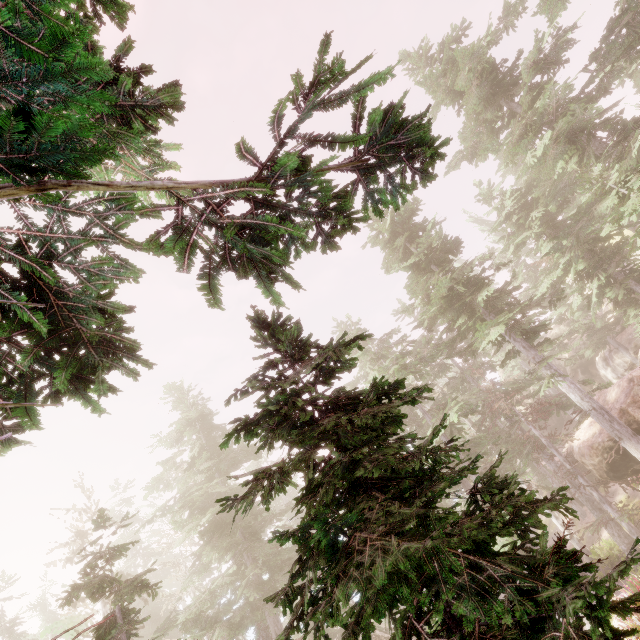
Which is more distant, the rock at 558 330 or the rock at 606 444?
the rock at 558 330

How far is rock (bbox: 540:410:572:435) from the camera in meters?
40.9

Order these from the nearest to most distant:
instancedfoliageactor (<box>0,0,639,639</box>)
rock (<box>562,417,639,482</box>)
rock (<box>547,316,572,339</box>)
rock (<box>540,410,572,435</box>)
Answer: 1. instancedfoliageactor (<box>0,0,639,639</box>)
2. rock (<box>562,417,639,482</box>)
3. rock (<box>547,316,572,339</box>)
4. rock (<box>540,410,572,435</box>)

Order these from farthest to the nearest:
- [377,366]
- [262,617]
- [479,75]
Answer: [377,366] < [479,75] < [262,617]

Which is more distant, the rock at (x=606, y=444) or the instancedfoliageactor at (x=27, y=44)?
the rock at (x=606, y=444)

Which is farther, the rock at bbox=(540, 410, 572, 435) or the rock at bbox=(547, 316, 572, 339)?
the rock at bbox=(540, 410, 572, 435)
